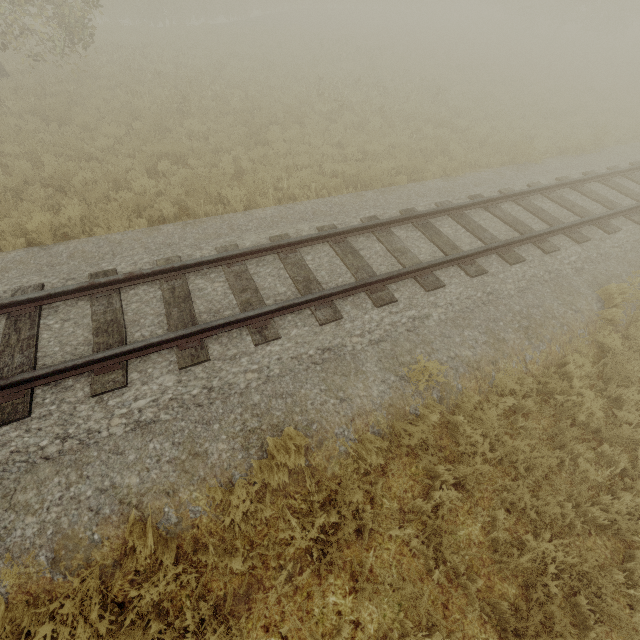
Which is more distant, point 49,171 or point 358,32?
point 358,32
